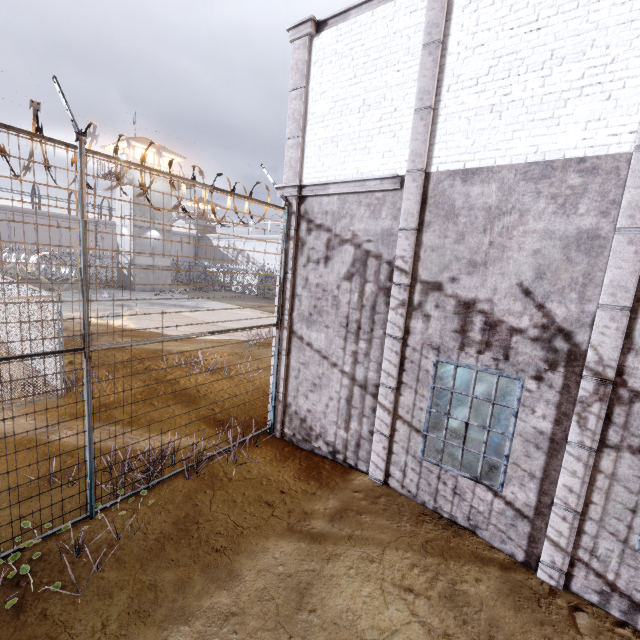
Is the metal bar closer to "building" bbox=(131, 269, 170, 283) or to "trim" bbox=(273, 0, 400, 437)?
"trim" bbox=(273, 0, 400, 437)

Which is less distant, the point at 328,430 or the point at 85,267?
the point at 85,267

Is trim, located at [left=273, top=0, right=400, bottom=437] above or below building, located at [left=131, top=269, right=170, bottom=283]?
above

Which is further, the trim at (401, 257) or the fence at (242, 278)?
the trim at (401, 257)

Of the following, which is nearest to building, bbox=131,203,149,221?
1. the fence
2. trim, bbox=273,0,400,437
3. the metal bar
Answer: the fence

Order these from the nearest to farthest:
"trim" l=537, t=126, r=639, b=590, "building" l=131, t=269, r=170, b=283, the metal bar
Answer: "trim" l=537, t=126, r=639, b=590 → the metal bar → "building" l=131, t=269, r=170, b=283

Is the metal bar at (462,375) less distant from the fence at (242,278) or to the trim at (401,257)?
the trim at (401,257)

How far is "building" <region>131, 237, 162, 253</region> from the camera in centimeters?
3328cm
